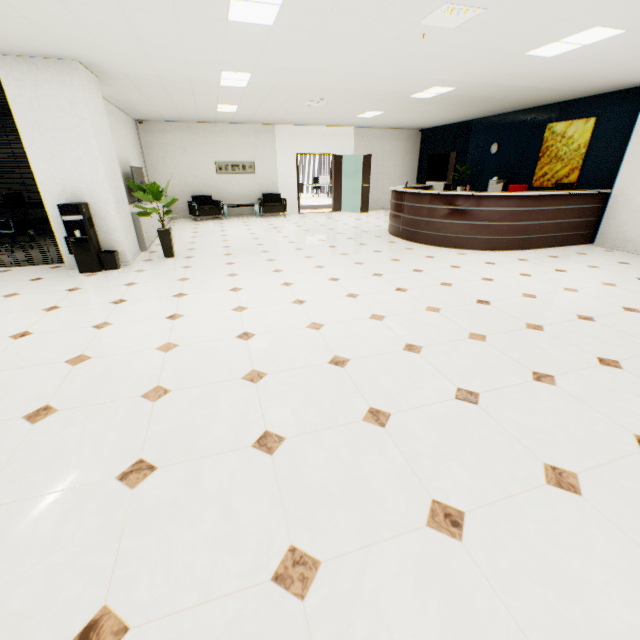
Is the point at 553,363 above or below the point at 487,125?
below

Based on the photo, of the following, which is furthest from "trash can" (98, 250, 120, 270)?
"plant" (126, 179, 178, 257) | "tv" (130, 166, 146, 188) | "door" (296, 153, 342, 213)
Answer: "door" (296, 153, 342, 213)

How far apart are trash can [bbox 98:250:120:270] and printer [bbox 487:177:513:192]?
9.66m

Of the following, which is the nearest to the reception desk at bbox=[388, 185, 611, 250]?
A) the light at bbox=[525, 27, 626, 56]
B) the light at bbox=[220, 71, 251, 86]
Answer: the light at bbox=[525, 27, 626, 56]

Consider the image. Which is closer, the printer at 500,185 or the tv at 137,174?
the tv at 137,174

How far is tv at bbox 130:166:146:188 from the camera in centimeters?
762cm

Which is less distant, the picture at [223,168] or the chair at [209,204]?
the chair at [209,204]

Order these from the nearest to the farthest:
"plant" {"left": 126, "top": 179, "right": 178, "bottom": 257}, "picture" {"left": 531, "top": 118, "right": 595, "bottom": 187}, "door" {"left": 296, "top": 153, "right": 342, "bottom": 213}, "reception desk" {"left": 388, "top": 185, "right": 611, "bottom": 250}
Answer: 1. "plant" {"left": 126, "top": 179, "right": 178, "bottom": 257}
2. "reception desk" {"left": 388, "top": 185, "right": 611, "bottom": 250}
3. "picture" {"left": 531, "top": 118, "right": 595, "bottom": 187}
4. "door" {"left": 296, "top": 153, "right": 342, "bottom": 213}
